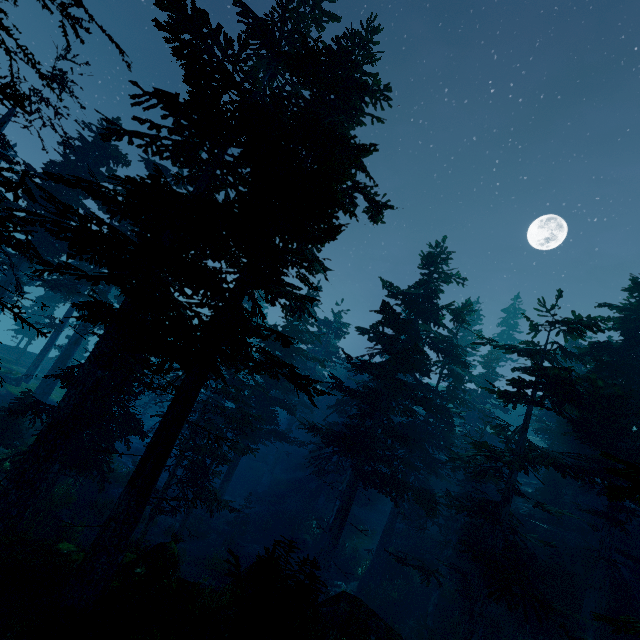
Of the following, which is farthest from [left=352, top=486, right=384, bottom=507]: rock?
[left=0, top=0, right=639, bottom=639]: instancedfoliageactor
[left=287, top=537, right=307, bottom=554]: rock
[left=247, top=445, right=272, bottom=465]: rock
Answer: [left=247, top=445, right=272, bottom=465]: rock

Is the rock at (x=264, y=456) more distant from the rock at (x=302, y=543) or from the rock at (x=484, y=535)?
the rock at (x=302, y=543)

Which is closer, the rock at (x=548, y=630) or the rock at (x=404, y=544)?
the rock at (x=548, y=630)

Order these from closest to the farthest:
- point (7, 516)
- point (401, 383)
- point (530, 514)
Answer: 1. point (7, 516)
2. point (401, 383)
3. point (530, 514)

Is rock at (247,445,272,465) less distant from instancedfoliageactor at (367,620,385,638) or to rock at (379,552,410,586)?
instancedfoliageactor at (367,620,385,638)

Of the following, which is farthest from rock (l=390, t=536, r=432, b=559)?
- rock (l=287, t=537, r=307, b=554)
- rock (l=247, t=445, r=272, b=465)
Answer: rock (l=247, t=445, r=272, b=465)

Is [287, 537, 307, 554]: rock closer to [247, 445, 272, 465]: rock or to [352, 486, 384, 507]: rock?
[352, 486, 384, 507]: rock

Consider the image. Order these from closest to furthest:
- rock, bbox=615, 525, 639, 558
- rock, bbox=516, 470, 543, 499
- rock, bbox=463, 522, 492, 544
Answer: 1. rock, bbox=463, 522, 492, 544
2. rock, bbox=615, 525, 639, 558
3. rock, bbox=516, 470, 543, 499
